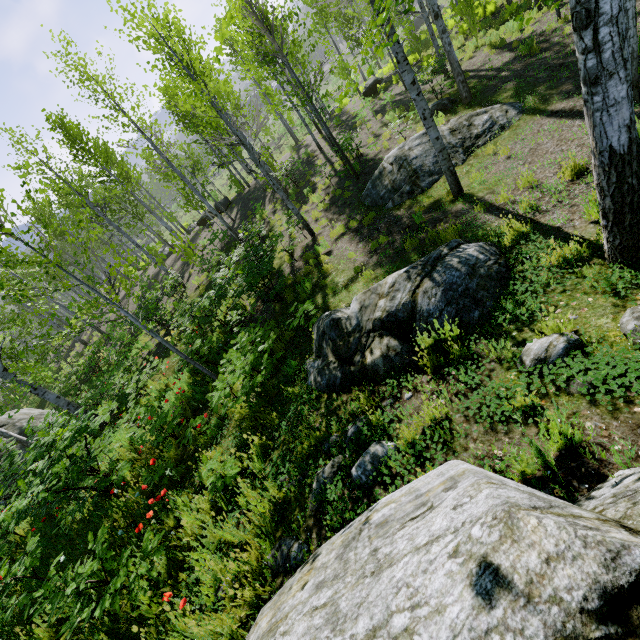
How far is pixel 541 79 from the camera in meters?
8.9

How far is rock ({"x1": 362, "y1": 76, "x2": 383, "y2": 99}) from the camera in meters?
19.5

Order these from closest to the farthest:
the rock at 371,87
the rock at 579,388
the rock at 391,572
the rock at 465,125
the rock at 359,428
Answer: the rock at 391,572, the rock at 579,388, the rock at 359,428, the rock at 465,125, the rock at 371,87

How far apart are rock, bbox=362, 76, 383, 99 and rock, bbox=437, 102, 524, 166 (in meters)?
13.01

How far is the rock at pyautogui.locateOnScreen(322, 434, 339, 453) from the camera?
3.73m

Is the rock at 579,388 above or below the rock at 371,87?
below

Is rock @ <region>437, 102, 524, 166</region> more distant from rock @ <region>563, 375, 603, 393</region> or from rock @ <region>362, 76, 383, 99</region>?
rock @ <region>362, 76, 383, 99</region>
